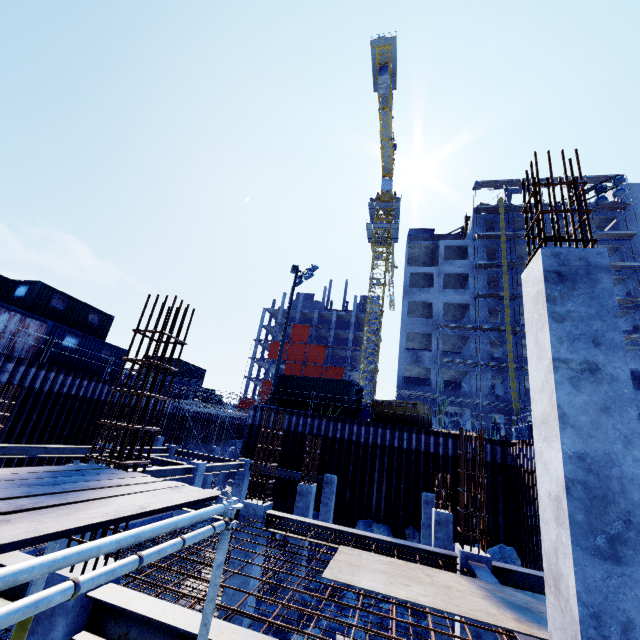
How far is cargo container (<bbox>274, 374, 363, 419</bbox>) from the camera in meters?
21.6 m

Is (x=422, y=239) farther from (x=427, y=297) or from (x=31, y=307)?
(x=31, y=307)

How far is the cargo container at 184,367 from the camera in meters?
40.2

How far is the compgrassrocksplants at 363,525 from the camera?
16.70m

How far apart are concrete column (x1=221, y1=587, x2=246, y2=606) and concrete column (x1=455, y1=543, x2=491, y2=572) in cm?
435

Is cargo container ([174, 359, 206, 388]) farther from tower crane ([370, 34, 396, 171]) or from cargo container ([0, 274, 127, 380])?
tower crane ([370, 34, 396, 171])

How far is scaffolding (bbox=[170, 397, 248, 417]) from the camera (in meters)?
28.58

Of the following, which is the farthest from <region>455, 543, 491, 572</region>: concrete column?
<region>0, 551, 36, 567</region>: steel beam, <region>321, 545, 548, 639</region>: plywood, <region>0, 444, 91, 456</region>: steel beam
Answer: <region>0, 444, 91, 456</region>: steel beam
